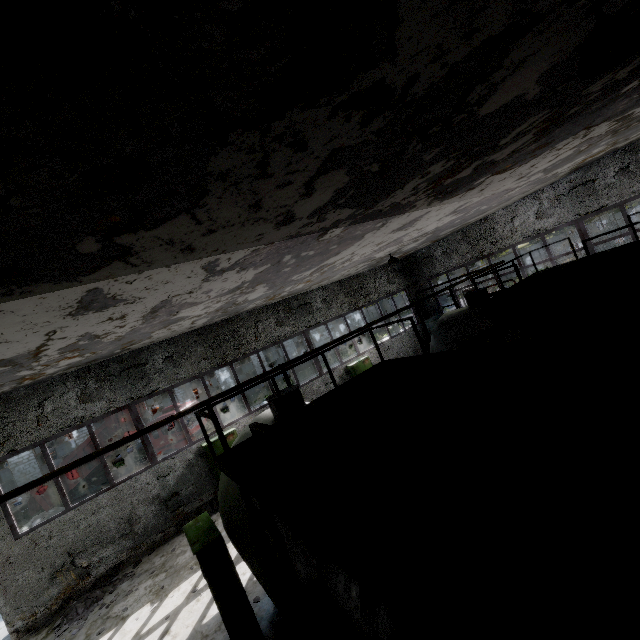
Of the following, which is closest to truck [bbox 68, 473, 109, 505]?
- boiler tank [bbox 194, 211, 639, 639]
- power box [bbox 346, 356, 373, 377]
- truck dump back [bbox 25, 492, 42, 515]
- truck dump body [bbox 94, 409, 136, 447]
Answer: truck dump body [bbox 94, 409, 136, 447]

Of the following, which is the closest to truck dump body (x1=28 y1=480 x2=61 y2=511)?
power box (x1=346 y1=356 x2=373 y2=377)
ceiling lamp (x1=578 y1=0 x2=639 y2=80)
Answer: power box (x1=346 y1=356 x2=373 y2=377)

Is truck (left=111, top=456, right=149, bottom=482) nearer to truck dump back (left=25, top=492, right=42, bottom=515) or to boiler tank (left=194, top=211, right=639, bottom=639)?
truck dump back (left=25, top=492, right=42, bottom=515)

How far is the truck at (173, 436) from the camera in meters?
17.1

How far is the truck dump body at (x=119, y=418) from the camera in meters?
17.2 m

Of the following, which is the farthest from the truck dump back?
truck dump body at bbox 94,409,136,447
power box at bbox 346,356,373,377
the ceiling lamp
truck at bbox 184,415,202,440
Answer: the ceiling lamp

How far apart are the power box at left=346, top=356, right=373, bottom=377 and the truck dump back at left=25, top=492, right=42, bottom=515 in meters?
18.1

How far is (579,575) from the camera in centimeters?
172cm
